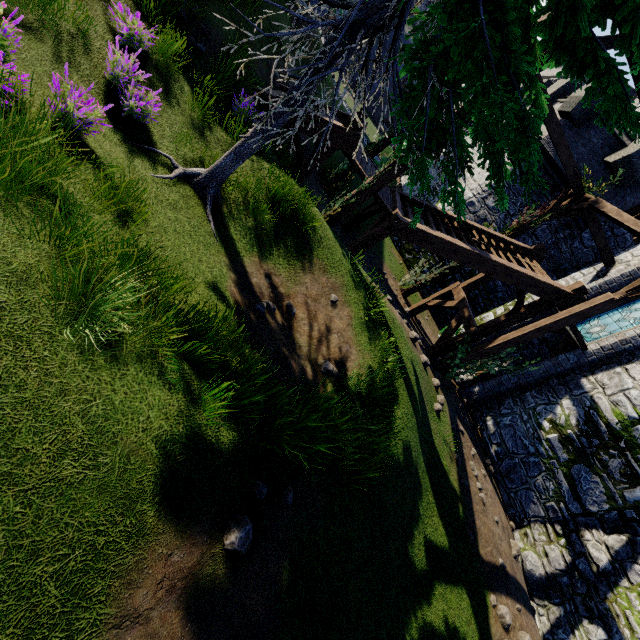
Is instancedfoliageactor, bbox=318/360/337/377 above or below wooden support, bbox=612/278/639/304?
below

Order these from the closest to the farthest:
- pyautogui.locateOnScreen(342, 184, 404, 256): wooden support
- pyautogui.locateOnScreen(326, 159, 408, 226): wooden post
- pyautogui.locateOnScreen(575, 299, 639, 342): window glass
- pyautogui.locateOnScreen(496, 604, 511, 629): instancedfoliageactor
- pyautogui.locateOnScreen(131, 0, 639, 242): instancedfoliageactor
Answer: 1. pyautogui.locateOnScreen(131, 0, 639, 242): instancedfoliageactor
2. pyautogui.locateOnScreen(496, 604, 511, 629): instancedfoliageactor
3. pyautogui.locateOnScreen(326, 159, 408, 226): wooden post
4. pyautogui.locateOnScreen(342, 184, 404, 256): wooden support
5. pyautogui.locateOnScreen(575, 299, 639, 342): window glass

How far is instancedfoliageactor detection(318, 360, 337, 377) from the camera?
5.6 meters

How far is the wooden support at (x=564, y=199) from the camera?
11.7 meters

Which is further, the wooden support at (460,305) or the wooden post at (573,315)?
the wooden support at (460,305)

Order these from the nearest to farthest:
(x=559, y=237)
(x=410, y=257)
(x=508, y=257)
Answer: (x=508, y=257) < (x=559, y=237) < (x=410, y=257)

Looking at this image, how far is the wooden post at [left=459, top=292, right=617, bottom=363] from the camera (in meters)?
8.41

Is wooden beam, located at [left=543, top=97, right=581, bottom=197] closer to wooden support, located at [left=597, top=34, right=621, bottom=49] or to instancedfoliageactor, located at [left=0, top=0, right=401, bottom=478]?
wooden support, located at [left=597, top=34, right=621, bottom=49]
